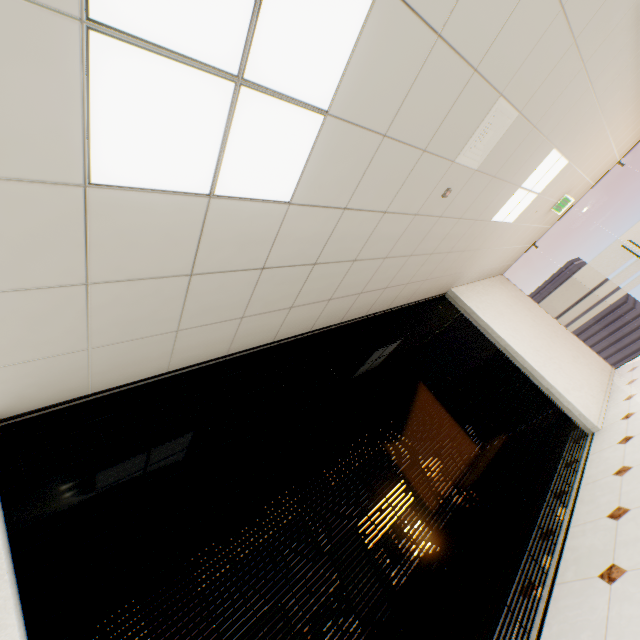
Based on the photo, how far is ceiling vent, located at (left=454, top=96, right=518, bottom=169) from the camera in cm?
244

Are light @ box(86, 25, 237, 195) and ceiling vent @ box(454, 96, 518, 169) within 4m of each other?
yes

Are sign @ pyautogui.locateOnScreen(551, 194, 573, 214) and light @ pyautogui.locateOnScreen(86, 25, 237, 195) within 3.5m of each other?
no

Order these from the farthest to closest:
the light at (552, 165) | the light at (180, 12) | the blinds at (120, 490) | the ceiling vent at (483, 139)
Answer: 1. the light at (552, 165)
2. the ceiling vent at (483, 139)
3. the blinds at (120, 490)
4. the light at (180, 12)

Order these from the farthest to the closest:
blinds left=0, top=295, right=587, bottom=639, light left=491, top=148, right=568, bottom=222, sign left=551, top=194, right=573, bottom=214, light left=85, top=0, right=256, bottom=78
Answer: sign left=551, top=194, right=573, bottom=214
light left=491, top=148, right=568, bottom=222
blinds left=0, top=295, right=587, bottom=639
light left=85, top=0, right=256, bottom=78

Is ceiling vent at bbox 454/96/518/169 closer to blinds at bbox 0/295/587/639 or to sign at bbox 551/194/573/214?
blinds at bbox 0/295/587/639

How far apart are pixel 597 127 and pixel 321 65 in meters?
4.6

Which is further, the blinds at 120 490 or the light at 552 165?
the light at 552 165
